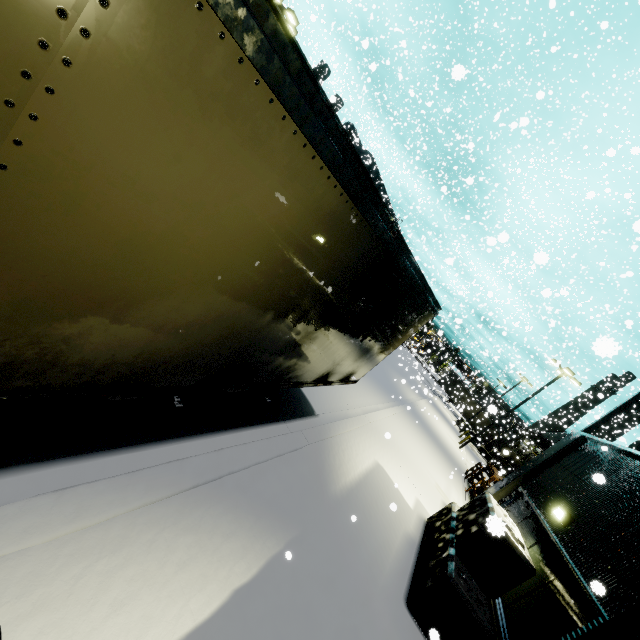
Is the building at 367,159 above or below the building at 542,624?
above

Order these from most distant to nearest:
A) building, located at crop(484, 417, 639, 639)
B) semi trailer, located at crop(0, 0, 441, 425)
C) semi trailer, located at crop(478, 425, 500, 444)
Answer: semi trailer, located at crop(478, 425, 500, 444), building, located at crop(484, 417, 639, 639), semi trailer, located at crop(0, 0, 441, 425)

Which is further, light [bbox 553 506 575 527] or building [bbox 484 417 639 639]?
light [bbox 553 506 575 527]

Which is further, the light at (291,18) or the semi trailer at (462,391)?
the semi trailer at (462,391)

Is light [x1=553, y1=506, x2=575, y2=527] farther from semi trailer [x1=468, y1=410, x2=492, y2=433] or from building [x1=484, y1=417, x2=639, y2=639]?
semi trailer [x1=468, y1=410, x2=492, y2=433]

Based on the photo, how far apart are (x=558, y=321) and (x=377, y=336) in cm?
3729

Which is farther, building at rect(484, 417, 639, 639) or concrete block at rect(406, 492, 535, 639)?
concrete block at rect(406, 492, 535, 639)
